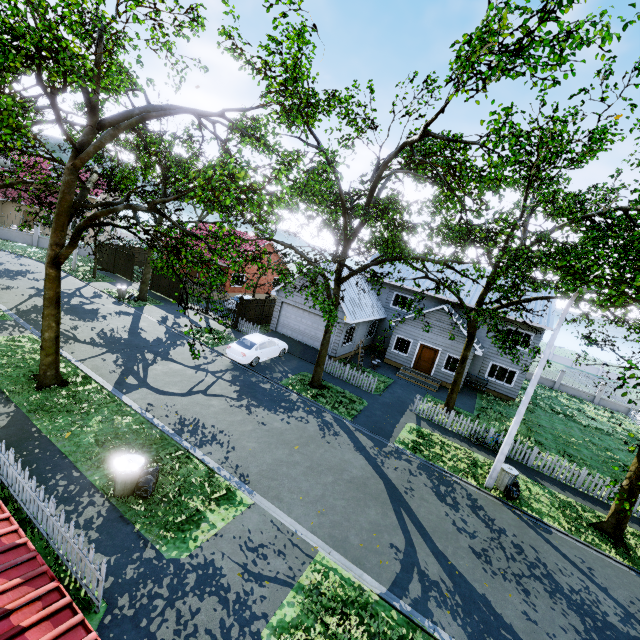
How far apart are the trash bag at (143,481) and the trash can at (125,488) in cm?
1

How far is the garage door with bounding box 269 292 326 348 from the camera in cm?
2334

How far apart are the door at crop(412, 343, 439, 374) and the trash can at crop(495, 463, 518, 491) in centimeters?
1106cm

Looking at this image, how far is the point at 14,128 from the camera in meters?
7.9 m

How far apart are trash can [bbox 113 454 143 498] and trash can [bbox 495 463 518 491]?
13.27m

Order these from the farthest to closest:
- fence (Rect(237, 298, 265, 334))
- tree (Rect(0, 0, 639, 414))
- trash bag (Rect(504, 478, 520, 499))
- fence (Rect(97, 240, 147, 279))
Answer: fence (Rect(97, 240, 147, 279)) < fence (Rect(237, 298, 265, 334)) < trash bag (Rect(504, 478, 520, 499)) < tree (Rect(0, 0, 639, 414))

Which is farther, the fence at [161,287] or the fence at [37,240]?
the fence at [37,240]

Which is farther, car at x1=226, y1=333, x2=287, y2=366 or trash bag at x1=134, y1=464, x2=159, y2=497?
car at x1=226, y1=333, x2=287, y2=366
